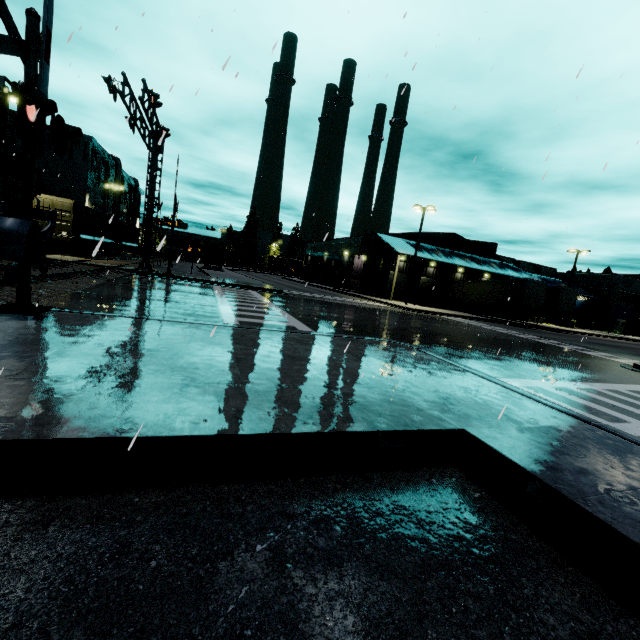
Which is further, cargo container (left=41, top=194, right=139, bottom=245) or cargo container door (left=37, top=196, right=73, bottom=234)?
cargo container (left=41, top=194, right=139, bottom=245)

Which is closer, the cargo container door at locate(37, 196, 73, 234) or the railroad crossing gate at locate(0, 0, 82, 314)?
the railroad crossing gate at locate(0, 0, 82, 314)

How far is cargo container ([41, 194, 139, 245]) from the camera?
24.52m

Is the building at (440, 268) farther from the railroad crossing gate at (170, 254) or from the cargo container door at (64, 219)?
the cargo container door at (64, 219)

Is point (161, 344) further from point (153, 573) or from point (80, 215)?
point (80, 215)

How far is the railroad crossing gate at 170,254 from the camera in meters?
20.3 m

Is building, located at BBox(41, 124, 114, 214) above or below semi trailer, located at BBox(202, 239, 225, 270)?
above

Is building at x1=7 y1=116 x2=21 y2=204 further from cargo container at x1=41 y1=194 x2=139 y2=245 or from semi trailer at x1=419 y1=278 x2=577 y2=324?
cargo container at x1=41 y1=194 x2=139 y2=245
